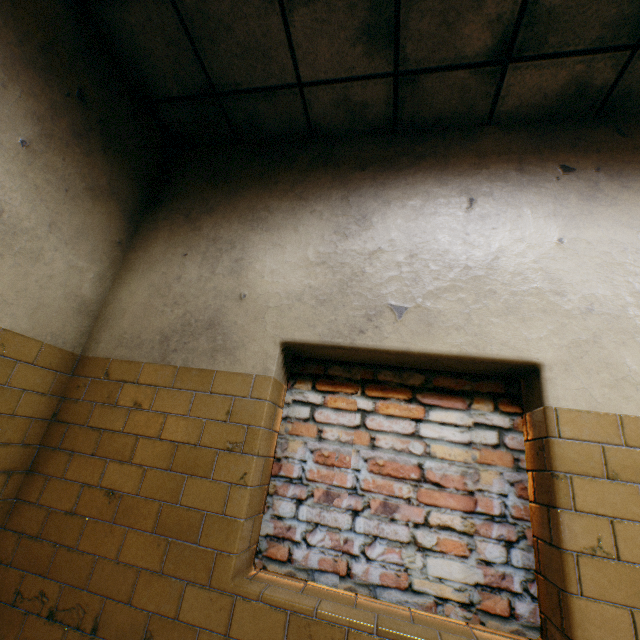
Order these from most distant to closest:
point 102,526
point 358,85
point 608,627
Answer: point 358,85, point 102,526, point 608,627
